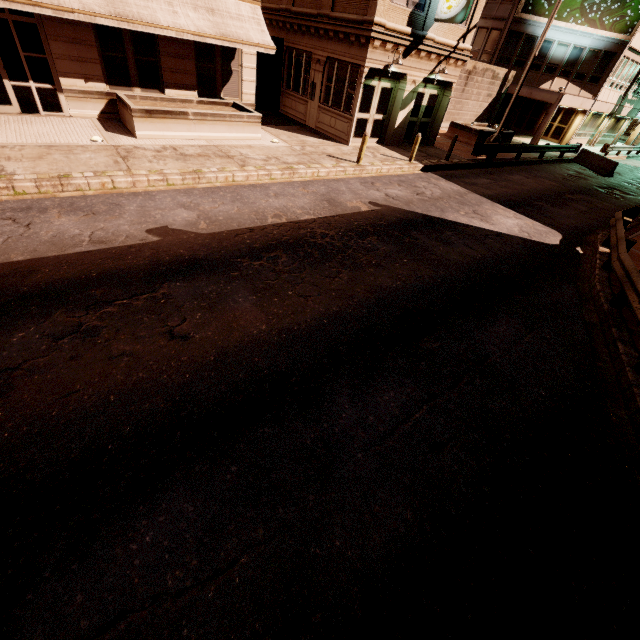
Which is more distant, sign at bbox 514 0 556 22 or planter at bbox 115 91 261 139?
sign at bbox 514 0 556 22

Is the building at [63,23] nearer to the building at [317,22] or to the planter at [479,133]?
the building at [317,22]

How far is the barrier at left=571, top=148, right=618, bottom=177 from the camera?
22.4 meters

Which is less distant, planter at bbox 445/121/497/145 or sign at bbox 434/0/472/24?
sign at bbox 434/0/472/24

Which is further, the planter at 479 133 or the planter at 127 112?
the planter at 479 133

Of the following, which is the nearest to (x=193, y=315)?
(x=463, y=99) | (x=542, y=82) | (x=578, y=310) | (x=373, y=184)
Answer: (x=578, y=310)

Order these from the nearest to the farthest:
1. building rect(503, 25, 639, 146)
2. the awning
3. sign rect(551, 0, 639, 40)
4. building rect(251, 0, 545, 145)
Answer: the awning
building rect(251, 0, 545, 145)
sign rect(551, 0, 639, 40)
building rect(503, 25, 639, 146)

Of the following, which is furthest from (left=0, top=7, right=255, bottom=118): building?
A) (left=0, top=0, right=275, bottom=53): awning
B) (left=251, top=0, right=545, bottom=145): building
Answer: (left=251, top=0, right=545, bottom=145): building
